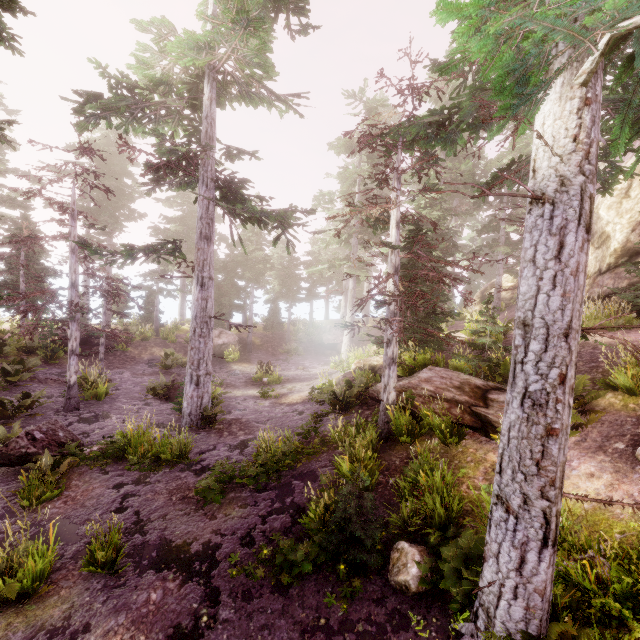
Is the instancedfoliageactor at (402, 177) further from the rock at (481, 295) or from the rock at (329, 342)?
the rock at (481, 295)

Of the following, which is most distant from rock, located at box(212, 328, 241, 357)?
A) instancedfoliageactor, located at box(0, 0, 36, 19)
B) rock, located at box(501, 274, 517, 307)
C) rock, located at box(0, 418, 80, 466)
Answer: rock, located at box(501, 274, 517, 307)

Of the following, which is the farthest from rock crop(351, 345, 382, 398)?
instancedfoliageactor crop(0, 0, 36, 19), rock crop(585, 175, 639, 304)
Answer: rock crop(585, 175, 639, 304)

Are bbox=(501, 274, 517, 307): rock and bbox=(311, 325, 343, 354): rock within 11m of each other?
no

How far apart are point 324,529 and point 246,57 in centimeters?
1342cm

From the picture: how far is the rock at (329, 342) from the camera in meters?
28.7

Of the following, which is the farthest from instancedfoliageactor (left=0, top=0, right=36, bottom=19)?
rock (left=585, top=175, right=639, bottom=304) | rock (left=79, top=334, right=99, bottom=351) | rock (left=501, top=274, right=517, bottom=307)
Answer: rock (left=79, top=334, right=99, bottom=351)

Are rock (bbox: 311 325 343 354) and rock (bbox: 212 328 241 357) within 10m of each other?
yes
